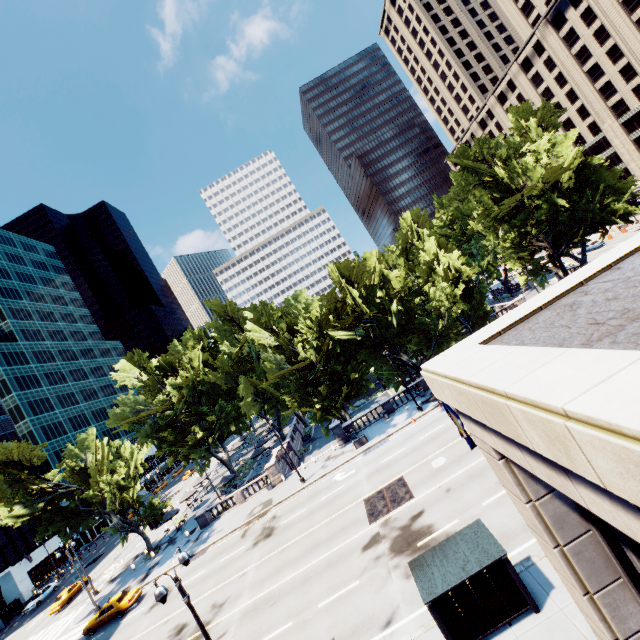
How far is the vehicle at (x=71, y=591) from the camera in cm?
3931

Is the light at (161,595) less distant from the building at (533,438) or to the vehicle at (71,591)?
the building at (533,438)

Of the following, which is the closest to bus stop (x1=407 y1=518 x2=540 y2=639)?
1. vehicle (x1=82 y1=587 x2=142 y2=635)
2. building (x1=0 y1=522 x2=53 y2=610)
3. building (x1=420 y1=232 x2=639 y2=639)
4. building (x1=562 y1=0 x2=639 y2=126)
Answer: building (x1=420 y1=232 x2=639 y2=639)

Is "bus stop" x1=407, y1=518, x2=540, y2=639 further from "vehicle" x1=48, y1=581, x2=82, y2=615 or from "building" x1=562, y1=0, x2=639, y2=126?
"building" x1=562, y1=0, x2=639, y2=126

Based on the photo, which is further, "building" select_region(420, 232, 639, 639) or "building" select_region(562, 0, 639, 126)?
"building" select_region(562, 0, 639, 126)

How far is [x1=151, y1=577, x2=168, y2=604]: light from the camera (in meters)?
11.28

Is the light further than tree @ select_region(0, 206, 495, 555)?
No

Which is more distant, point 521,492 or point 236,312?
point 236,312
